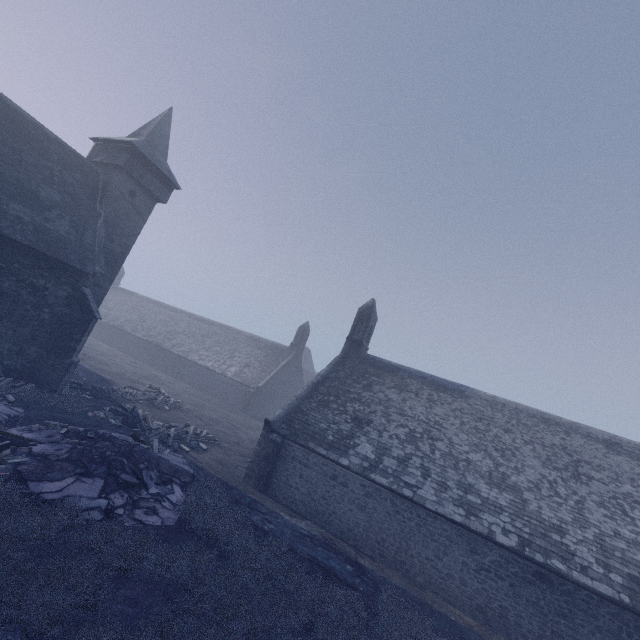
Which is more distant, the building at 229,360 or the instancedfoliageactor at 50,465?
the building at 229,360

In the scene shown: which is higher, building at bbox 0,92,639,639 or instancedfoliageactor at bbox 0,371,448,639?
building at bbox 0,92,639,639

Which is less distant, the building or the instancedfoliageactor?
the instancedfoliageactor

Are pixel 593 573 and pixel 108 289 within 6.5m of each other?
no

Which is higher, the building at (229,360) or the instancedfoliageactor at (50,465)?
the building at (229,360)
